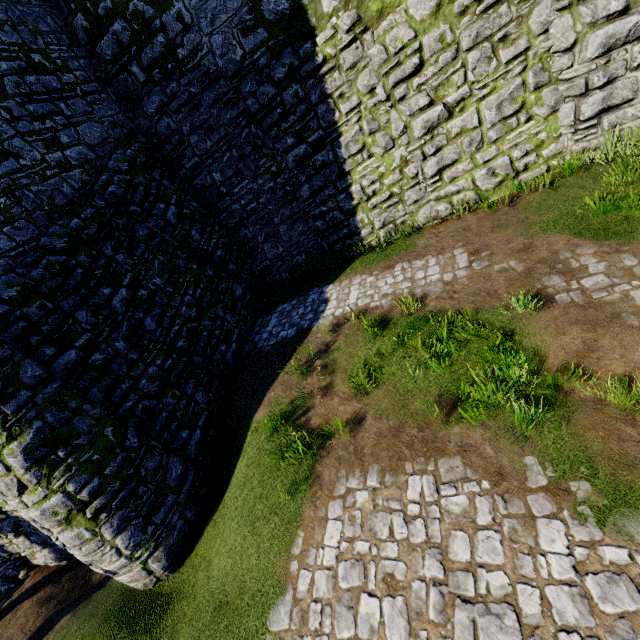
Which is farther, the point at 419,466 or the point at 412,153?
the point at 412,153
